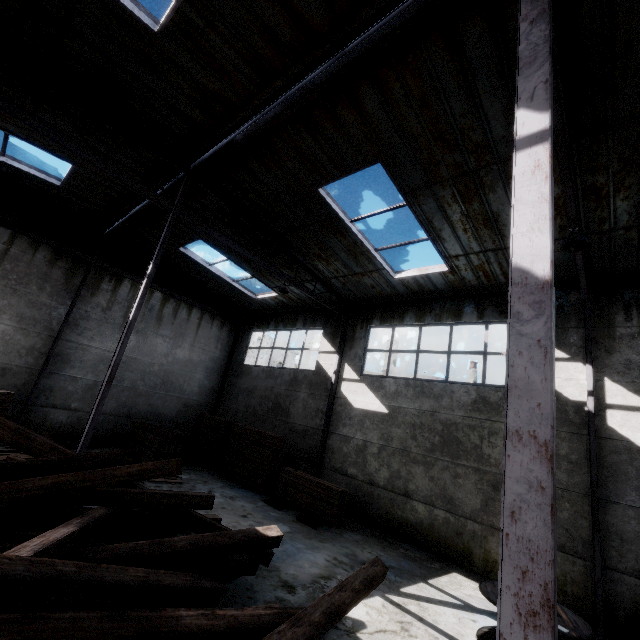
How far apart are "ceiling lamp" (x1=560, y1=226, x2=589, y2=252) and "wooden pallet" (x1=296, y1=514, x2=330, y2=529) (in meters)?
8.95

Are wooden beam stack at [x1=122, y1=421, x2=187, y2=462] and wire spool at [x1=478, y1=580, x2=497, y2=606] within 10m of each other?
no

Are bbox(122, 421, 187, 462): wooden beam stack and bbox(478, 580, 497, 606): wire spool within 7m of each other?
no

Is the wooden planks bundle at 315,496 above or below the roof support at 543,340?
below

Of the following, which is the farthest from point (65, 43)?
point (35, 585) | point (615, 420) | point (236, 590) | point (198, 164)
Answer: point (615, 420)

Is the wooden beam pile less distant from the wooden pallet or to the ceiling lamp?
the wooden pallet

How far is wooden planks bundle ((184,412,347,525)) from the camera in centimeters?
970cm

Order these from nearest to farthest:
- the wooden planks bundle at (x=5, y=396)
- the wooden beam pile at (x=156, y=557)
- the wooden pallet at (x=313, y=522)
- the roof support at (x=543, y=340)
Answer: the roof support at (x=543, y=340)
the wooden beam pile at (x=156, y=557)
the wooden planks bundle at (x=5, y=396)
the wooden pallet at (x=313, y=522)
